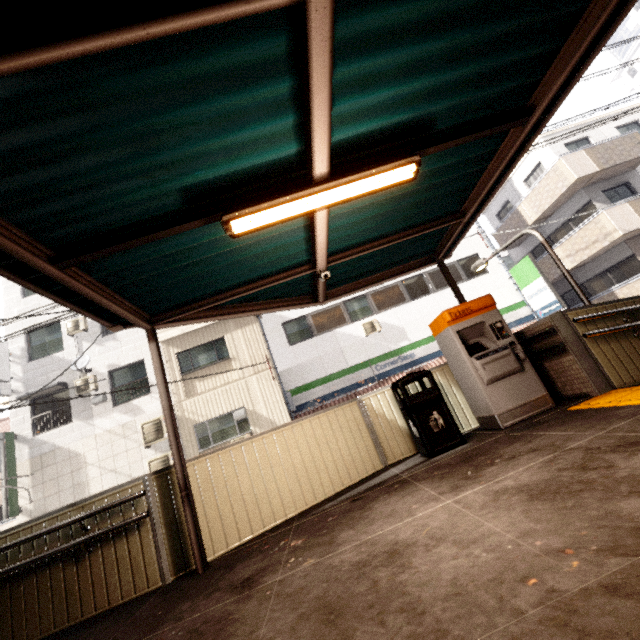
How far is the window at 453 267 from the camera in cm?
1523

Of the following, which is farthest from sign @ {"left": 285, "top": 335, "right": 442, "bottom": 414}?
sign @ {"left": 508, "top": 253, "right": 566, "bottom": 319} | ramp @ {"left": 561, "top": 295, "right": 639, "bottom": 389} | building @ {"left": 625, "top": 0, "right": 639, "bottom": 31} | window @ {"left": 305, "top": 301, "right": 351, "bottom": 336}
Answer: building @ {"left": 625, "top": 0, "right": 639, "bottom": 31}

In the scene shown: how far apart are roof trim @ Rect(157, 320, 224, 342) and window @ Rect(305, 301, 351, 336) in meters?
2.0 m

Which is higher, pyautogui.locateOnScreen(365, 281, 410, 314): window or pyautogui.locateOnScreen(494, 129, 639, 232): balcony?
pyautogui.locateOnScreen(494, 129, 639, 232): balcony

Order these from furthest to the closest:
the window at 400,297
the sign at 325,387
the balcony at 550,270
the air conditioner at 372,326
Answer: the balcony at 550,270 < the window at 400,297 < the air conditioner at 372,326 < the sign at 325,387

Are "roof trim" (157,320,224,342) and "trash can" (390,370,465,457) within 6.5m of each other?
no

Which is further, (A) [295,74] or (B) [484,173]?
(B) [484,173]

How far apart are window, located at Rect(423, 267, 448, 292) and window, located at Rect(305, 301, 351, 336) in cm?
414
